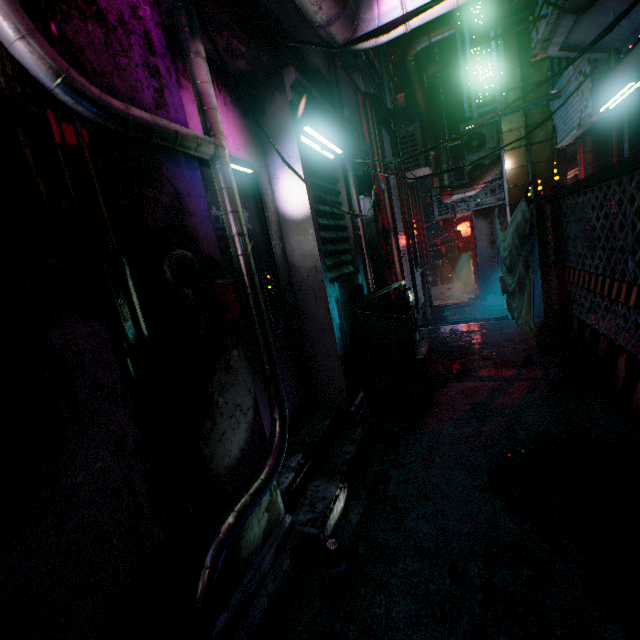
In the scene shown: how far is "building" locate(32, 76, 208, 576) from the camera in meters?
1.0 m

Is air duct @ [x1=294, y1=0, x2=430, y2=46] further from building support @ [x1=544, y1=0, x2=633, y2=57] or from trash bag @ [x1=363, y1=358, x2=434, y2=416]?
trash bag @ [x1=363, y1=358, x2=434, y2=416]

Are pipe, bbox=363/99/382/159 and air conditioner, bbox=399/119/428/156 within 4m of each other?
yes

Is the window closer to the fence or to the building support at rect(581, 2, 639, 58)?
the building support at rect(581, 2, 639, 58)

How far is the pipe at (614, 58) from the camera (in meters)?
3.42

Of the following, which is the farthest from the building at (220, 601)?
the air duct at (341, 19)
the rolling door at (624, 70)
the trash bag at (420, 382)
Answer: the rolling door at (624, 70)

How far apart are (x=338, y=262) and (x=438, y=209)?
8.20m

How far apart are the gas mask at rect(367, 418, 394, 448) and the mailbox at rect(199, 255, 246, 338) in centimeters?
161cm
